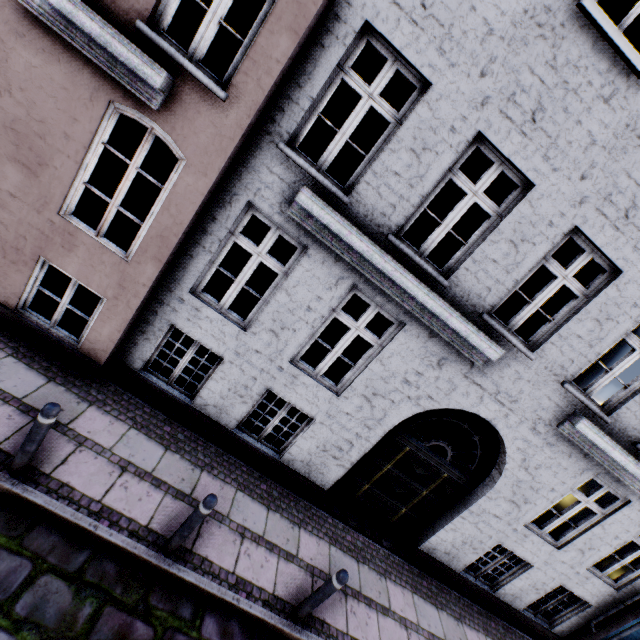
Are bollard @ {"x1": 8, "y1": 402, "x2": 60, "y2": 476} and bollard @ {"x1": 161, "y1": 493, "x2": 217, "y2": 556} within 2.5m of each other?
yes

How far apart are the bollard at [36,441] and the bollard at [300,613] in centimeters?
383cm

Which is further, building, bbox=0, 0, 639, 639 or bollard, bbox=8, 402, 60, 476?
building, bbox=0, 0, 639, 639

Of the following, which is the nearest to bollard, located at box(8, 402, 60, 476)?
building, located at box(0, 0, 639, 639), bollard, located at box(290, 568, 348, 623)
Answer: building, located at box(0, 0, 639, 639)

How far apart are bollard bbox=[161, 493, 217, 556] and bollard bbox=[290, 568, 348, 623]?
1.8m

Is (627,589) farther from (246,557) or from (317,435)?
(246,557)

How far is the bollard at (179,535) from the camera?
3.7m

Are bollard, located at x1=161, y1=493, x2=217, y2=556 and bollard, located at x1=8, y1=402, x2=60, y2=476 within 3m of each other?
yes
